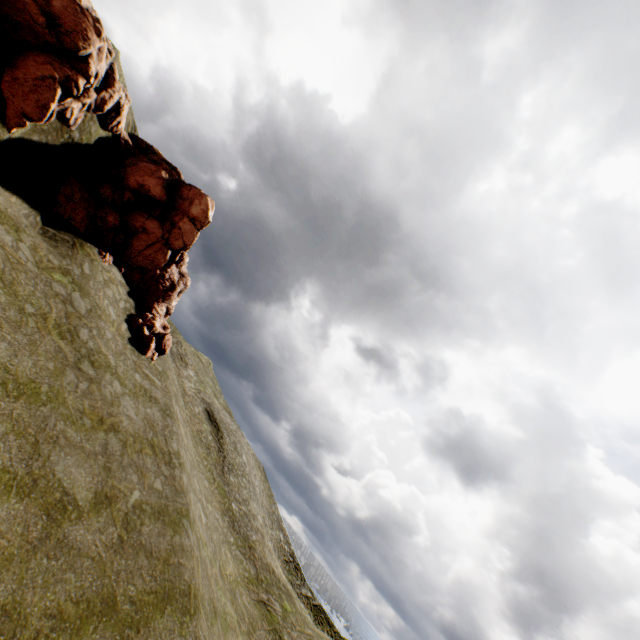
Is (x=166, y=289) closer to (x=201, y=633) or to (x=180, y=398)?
(x=180, y=398)
